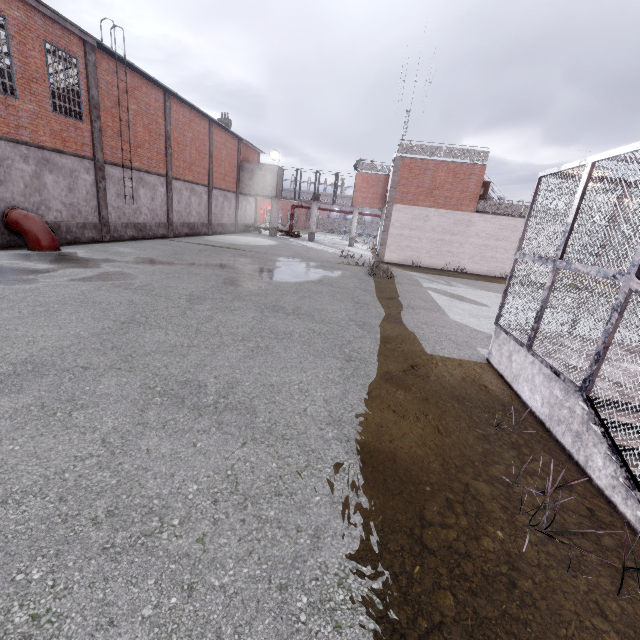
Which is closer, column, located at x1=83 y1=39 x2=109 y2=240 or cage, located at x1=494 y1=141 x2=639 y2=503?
cage, located at x1=494 y1=141 x2=639 y2=503

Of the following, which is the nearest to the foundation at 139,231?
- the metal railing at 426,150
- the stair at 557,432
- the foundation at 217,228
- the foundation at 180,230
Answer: the foundation at 180,230

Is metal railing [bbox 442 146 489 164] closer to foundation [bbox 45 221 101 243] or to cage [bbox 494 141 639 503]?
cage [bbox 494 141 639 503]

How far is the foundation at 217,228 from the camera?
29.4 meters

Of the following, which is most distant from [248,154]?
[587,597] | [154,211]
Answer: [587,597]

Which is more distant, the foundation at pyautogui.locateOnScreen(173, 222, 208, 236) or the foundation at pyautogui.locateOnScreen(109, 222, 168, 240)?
the foundation at pyautogui.locateOnScreen(173, 222, 208, 236)

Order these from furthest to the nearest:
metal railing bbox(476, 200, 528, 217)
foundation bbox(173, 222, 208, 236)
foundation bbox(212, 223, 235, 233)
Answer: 1. foundation bbox(212, 223, 235, 233)
2. foundation bbox(173, 222, 208, 236)
3. metal railing bbox(476, 200, 528, 217)

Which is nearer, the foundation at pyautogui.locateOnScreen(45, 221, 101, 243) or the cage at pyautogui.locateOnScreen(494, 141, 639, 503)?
the cage at pyautogui.locateOnScreen(494, 141, 639, 503)
